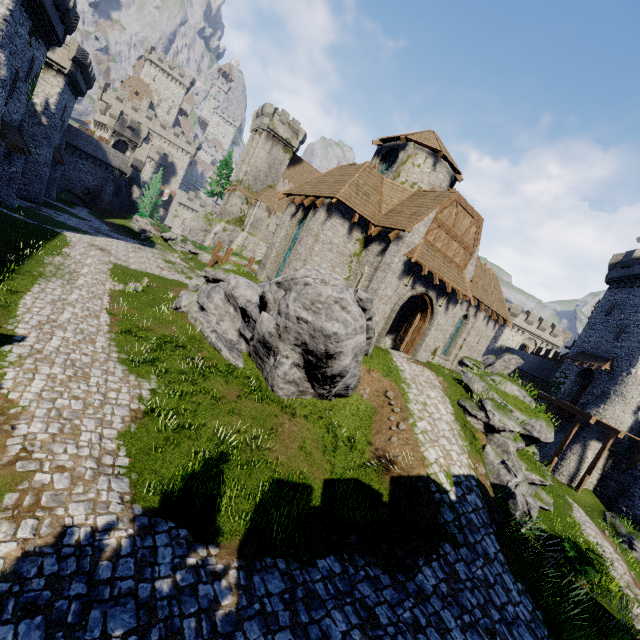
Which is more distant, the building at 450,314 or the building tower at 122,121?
the building tower at 122,121

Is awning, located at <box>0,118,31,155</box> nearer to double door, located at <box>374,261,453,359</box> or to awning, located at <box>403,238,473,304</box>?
double door, located at <box>374,261,453,359</box>

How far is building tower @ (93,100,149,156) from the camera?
54.7m

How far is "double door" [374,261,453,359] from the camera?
17.30m

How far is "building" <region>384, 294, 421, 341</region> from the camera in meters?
21.9

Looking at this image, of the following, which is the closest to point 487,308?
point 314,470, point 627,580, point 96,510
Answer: point 627,580

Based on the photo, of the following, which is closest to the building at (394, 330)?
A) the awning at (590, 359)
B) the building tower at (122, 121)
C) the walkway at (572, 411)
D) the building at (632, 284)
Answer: the walkway at (572, 411)

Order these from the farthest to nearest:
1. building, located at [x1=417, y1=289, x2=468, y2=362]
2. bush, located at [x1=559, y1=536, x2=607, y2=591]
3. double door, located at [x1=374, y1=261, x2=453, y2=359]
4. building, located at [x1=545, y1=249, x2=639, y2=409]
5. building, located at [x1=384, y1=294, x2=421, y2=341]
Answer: building, located at [x1=545, y1=249, x2=639, y2=409] < building, located at [x1=384, y1=294, x2=421, y2=341] < building, located at [x1=417, y1=289, x2=468, y2=362] < double door, located at [x1=374, y1=261, x2=453, y2=359] < bush, located at [x1=559, y1=536, x2=607, y2=591]
